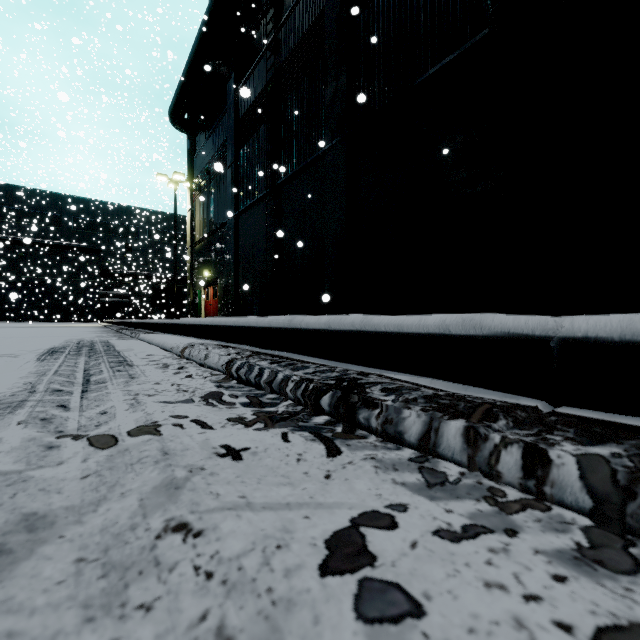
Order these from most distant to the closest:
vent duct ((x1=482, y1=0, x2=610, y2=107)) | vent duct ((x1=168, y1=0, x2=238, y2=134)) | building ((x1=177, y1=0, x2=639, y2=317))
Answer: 1. vent duct ((x1=168, y1=0, x2=238, y2=134))
2. building ((x1=177, y1=0, x2=639, y2=317))
3. vent duct ((x1=482, y1=0, x2=610, y2=107))

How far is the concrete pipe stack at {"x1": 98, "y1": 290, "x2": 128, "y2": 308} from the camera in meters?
30.3 m

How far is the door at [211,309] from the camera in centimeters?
1791cm

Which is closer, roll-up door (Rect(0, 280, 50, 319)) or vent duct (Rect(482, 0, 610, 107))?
vent duct (Rect(482, 0, 610, 107))

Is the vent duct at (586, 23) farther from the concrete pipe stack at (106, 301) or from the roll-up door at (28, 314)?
the concrete pipe stack at (106, 301)

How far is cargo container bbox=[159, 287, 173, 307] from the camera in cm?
3238

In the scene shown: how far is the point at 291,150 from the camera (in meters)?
11.05

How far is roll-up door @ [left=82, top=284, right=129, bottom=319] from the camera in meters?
37.7 m
